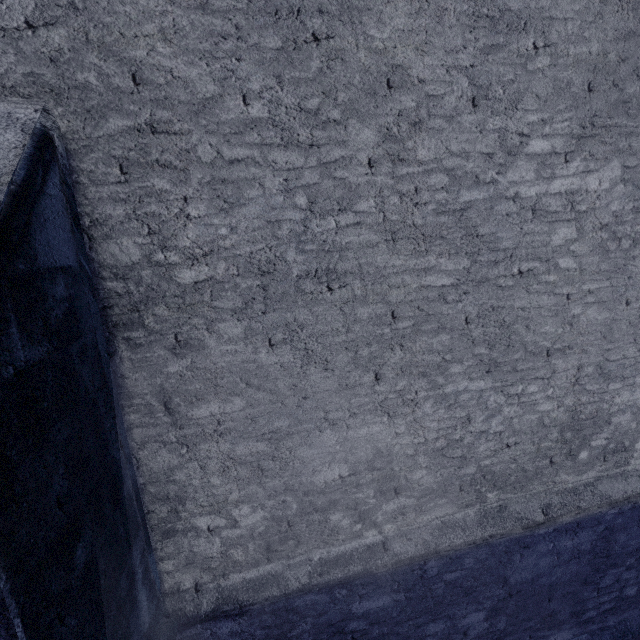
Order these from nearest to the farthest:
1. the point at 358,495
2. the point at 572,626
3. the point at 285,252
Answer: the point at 285,252 < the point at 358,495 < the point at 572,626
